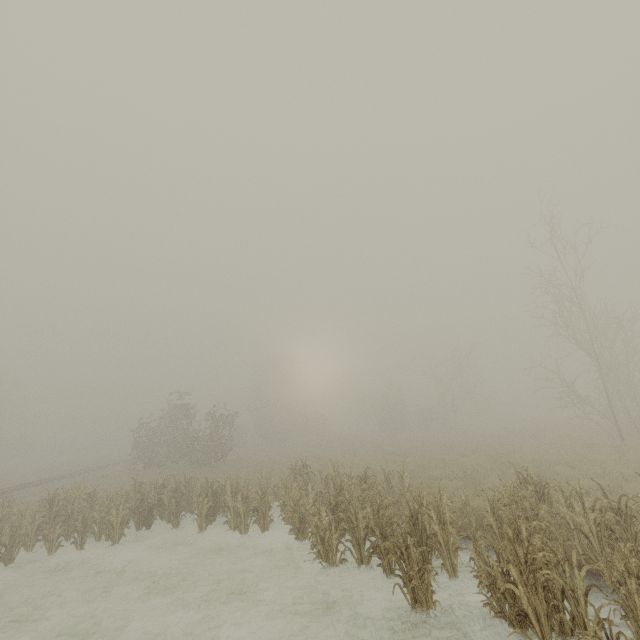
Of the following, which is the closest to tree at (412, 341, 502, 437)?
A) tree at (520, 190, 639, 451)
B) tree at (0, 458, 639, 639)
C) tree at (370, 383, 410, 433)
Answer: tree at (370, 383, 410, 433)

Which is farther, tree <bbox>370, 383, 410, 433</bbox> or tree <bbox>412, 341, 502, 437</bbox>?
tree <bbox>370, 383, 410, 433</bbox>

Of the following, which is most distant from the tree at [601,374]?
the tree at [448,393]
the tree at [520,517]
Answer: the tree at [520,517]

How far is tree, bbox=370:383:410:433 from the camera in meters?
47.2

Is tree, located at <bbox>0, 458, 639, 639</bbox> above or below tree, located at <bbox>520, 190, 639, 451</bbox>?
below

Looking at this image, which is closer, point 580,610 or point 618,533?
point 580,610

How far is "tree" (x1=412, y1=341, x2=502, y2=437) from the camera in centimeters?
4034cm
